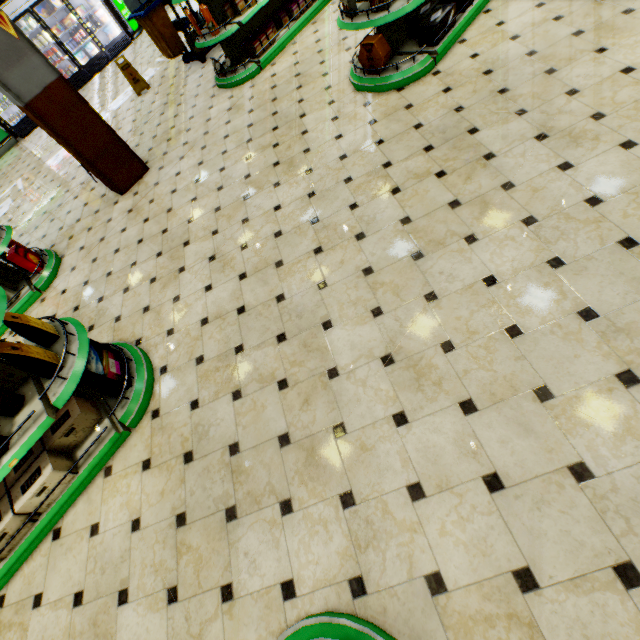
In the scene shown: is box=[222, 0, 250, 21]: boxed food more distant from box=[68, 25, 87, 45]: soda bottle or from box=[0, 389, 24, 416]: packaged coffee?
box=[68, 25, 87, 45]: soda bottle

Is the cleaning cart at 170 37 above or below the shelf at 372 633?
above

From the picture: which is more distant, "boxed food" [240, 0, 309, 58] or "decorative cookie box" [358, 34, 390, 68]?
"boxed food" [240, 0, 309, 58]

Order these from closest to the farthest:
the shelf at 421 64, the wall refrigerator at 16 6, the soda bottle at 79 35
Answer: the shelf at 421 64, the wall refrigerator at 16 6, the soda bottle at 79 35

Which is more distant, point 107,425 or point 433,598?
point 107,425

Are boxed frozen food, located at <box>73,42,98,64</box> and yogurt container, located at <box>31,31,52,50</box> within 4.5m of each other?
yes

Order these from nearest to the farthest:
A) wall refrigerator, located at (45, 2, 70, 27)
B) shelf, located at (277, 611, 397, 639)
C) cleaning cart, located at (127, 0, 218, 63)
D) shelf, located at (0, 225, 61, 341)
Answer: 1. shelf, located at (277, 611, 397, 639)
2. shelf, located at (0, 225, 61, 341)
3. cleaning cart, located at (127, 0, 218, 63)
4. wall refrigerator, located at (45, 2, 70, 27)

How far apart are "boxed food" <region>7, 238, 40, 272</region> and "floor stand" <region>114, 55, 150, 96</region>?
5.47m
